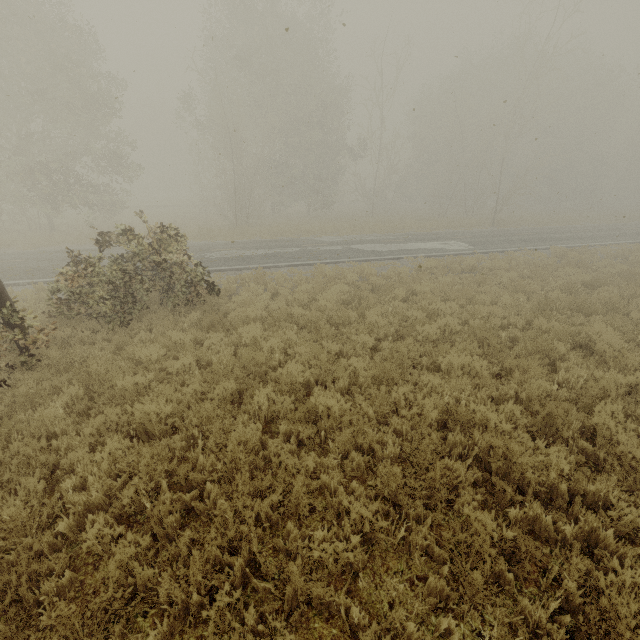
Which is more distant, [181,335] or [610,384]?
[181,335]

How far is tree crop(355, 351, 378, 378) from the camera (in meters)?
6.07

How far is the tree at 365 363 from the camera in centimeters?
607cm
